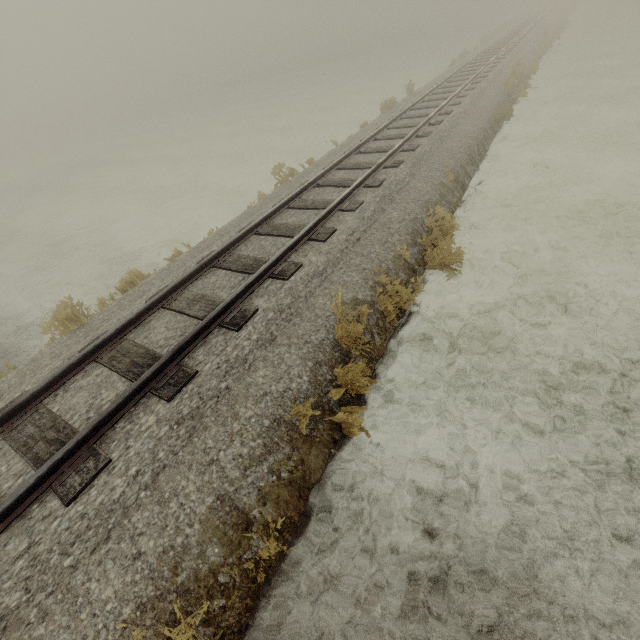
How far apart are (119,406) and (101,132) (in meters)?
68.28
